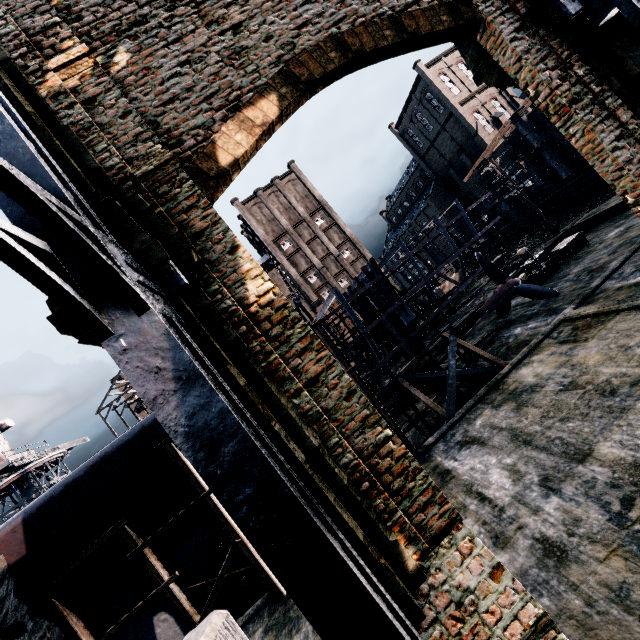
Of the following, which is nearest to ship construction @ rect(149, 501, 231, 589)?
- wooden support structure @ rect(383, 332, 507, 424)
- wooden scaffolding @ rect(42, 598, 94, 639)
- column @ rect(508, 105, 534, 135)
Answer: wooden scaffolding @ rect(42, 598, 94, 639)

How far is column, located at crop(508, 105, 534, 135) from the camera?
34.8 meters

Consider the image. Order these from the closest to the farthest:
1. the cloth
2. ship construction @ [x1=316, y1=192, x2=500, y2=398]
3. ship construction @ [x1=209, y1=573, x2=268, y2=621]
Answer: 1. the cloth
2. ship construction @ [x1=209, y1=573, x2=268, y2=621]
3. ship construction @ [x1=316, y1=192, x2=500, y2=398]

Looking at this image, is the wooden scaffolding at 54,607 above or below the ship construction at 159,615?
above

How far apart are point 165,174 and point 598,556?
11.2 meters

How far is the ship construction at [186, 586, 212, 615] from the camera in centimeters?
1308cm

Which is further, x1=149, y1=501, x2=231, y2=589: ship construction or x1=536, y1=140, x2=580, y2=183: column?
x1=536, y1=140, x2=580, y2=183: column

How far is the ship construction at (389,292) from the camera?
16.64m
